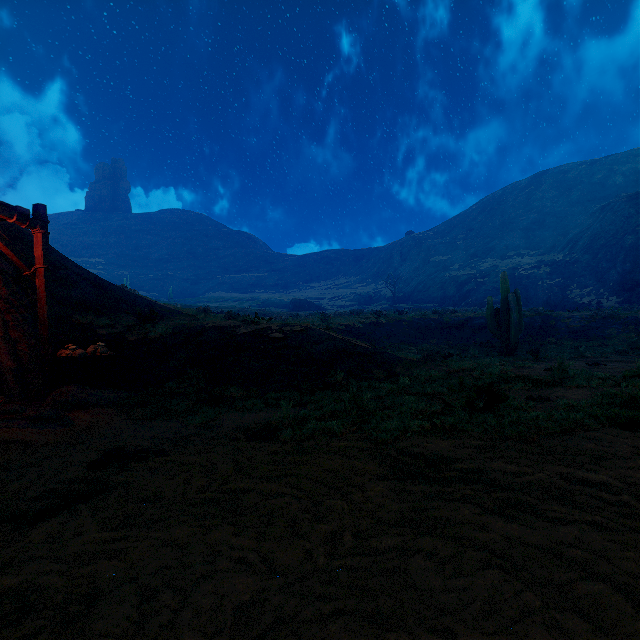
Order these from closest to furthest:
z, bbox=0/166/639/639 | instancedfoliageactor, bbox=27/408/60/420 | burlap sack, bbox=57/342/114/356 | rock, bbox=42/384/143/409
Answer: z, bbox=0/166/639/639 < instancedfoliageactor, bbox=27/408/60/420 < rock, bbox=42/384/143/409 < burlap sack, bbox=57/342/114/356

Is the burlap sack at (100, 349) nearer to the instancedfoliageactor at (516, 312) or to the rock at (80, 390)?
the rock at (80, 390)

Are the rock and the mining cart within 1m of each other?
yes

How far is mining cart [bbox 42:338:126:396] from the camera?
7.1 meters

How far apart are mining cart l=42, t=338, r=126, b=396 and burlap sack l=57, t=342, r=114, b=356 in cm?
2

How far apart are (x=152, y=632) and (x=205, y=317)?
14.4m

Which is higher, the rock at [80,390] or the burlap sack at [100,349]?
the burlap sack at [100,349]

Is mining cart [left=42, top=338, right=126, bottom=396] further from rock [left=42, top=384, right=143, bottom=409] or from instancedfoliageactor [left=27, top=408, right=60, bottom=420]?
instancedfoliageactor [left=27, top=408, right=60, bottom=420]
